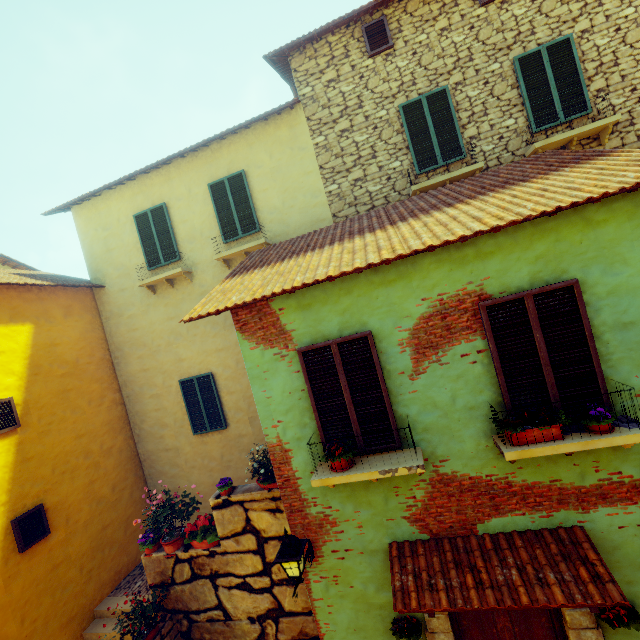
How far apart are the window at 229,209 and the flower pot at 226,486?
5.7m

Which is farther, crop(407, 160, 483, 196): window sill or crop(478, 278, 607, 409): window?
crop(407, 160, 483, 196): window sill

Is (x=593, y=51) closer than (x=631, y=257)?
No

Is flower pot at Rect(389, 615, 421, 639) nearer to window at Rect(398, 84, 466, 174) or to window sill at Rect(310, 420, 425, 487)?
window sill at Rect(310, 420, 425, 487)

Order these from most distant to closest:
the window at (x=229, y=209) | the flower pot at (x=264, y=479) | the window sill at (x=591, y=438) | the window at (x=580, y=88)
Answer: the window at (x=229, y=209)
the window at (x=580, y=88)
the flower pot at (x=264, y=479)
the window sill at (x=591, y=438)

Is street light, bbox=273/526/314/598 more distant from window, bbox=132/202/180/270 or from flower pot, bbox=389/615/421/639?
window, bbox=132/202/180/270

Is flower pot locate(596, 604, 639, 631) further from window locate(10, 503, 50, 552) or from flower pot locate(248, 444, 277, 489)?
window locate(10, 503, 50, 552)

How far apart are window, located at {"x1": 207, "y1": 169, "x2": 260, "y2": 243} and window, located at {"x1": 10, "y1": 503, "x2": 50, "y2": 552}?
7.34m
